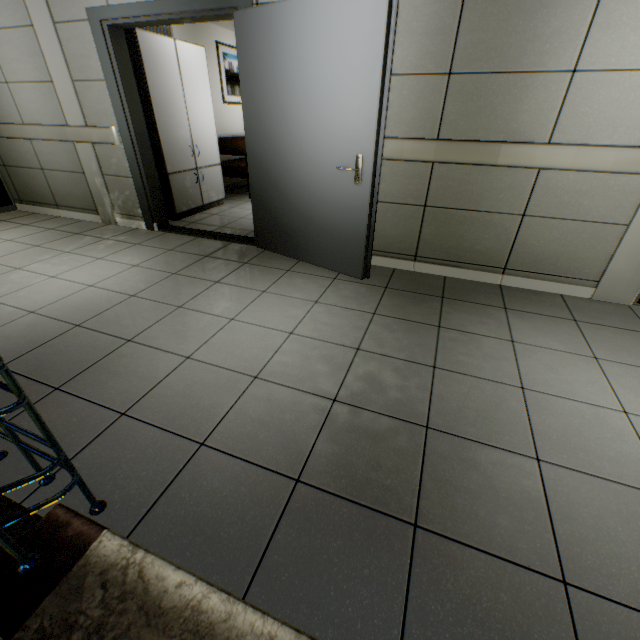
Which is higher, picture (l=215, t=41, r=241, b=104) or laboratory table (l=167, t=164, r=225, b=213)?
picture (l=215, t=41, r=241, b=104)

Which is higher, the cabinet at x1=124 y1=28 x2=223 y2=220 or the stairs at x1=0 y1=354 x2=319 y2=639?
the cabinet at x1=124 y1=28 x2=223 y2=220

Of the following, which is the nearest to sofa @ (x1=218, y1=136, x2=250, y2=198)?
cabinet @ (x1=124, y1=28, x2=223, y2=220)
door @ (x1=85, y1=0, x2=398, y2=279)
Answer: cabinet @ (x1=124, y1=28, x2=223, y2=220)

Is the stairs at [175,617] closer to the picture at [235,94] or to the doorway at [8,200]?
the doorway at [8,200]

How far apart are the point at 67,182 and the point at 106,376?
4.0m

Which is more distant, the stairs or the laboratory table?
the laboratory table

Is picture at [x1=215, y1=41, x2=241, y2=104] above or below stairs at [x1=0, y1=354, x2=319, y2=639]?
above

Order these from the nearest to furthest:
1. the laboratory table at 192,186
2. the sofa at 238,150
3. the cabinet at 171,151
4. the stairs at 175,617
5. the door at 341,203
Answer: the stairs at 175,617, the door at 341,203, the cabinet at 171,151, the laboratory table at 192,186, the sofa at 238,150
